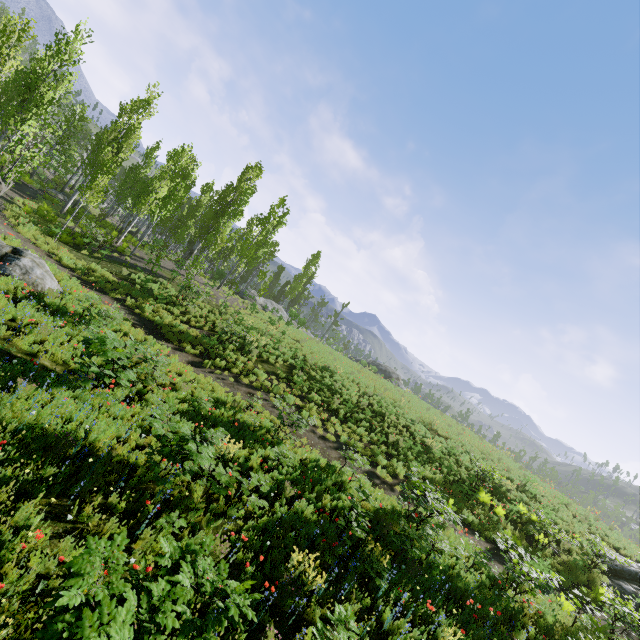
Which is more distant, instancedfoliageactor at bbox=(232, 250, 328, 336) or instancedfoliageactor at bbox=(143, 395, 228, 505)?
instancedfoliageactor at bbox=(232, 250, 328, 336)

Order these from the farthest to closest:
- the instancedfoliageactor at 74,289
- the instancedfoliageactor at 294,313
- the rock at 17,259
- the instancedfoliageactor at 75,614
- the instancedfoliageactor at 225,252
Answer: the instancedfoliageactor at 294,313 → the instancedfoliageactor at 225,252 → the rock at 17,259 → the instancedfoliageactor at 74,289 → the instancedfoliageactor at 75,614

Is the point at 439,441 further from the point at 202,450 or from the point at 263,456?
the point at 202,450

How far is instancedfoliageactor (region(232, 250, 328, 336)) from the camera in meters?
25.6 m

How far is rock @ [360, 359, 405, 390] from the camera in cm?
2902

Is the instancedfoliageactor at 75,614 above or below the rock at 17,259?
above

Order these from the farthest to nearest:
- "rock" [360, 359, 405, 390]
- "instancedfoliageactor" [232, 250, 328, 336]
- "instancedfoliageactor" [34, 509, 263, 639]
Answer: "rock" [360, 359, 405, 390] → "instancedfoliageactor" [232, 250, 328, 336] → "instancedfoliageactor" [34, 509, 263, 639]
